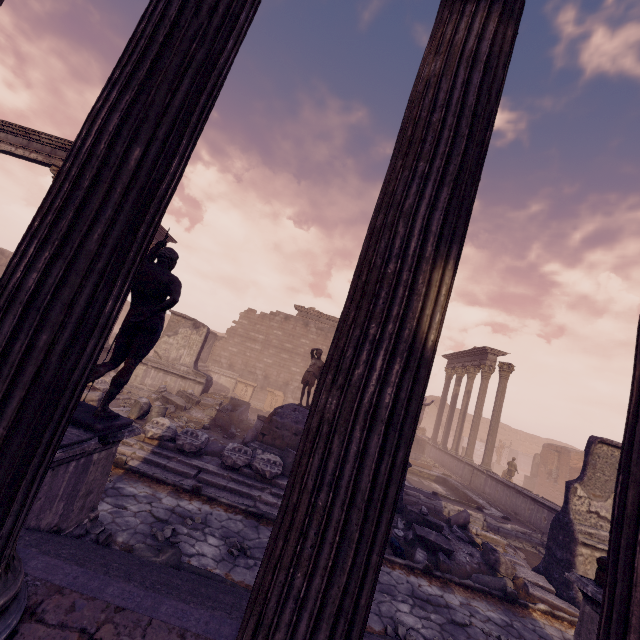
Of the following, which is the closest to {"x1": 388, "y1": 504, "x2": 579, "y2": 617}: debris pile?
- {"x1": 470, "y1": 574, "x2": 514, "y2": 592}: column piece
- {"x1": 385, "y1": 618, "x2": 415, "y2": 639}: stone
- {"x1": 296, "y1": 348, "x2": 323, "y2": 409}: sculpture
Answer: {"x1": 470, "y1": 574, "x2": 514, "y2": 592}: column piece

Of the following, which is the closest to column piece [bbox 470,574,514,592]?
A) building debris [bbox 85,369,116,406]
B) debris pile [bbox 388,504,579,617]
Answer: debris pile [bbox 388,504,579,617]

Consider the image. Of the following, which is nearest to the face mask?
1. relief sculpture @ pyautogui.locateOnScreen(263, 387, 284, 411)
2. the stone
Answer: the stone

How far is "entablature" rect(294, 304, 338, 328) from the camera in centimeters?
2402cm

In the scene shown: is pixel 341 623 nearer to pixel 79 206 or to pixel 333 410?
pixel 333 410

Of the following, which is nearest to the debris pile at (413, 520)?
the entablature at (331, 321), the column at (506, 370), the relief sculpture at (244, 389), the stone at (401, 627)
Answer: the stone at (401, 627)

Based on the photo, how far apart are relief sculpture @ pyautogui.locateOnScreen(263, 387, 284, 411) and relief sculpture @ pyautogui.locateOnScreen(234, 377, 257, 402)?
0.7m

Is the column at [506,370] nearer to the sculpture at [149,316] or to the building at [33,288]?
the building at [33,288]
